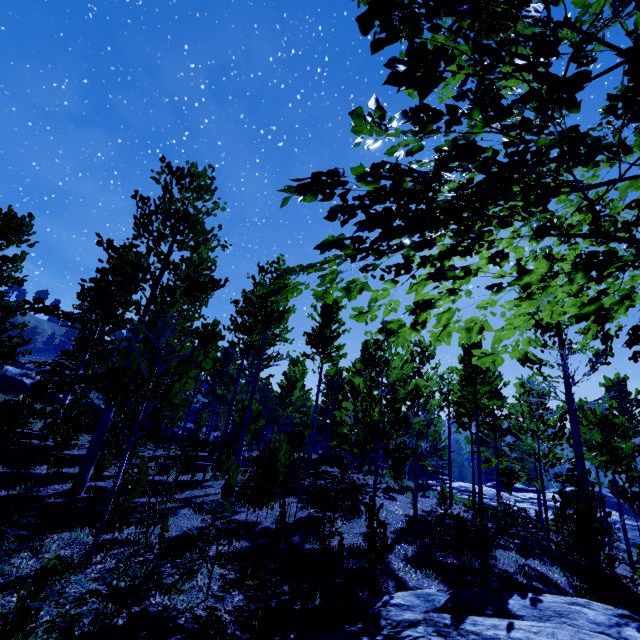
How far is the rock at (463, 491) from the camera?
27.9m

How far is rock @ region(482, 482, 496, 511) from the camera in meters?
25.8

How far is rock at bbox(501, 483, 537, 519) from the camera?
25.2 meters

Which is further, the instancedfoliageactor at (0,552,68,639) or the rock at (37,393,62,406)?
the rock at (37,393,62,406)

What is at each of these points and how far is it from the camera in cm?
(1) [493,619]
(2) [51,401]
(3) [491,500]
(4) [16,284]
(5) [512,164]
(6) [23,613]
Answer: (1) rock, 378
(2) rock, 2881
(3) rock, 2652
(4) instancedfoliageactor, 1207
(5) instancedfoliageactor, 103
(6) instancedfoliageactor, 257

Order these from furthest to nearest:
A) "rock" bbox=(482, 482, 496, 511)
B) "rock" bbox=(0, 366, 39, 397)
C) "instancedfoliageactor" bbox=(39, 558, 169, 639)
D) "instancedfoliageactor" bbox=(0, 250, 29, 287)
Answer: "rock" bbox=(0, 366, 39, 397)
"rock" bbox=(482, 482, 496, 511)
"instancedfoliageactor" bbox=(0, 250, 29, 287)
"instancedfoliageactor" bbox=(39, 558, 169, 639)

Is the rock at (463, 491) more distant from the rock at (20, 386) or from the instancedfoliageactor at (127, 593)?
the rock at (20, 386)

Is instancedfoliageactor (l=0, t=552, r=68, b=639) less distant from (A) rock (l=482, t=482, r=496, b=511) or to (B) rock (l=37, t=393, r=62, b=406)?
(A) rock (l=482, t=482, r=496, b=511)
